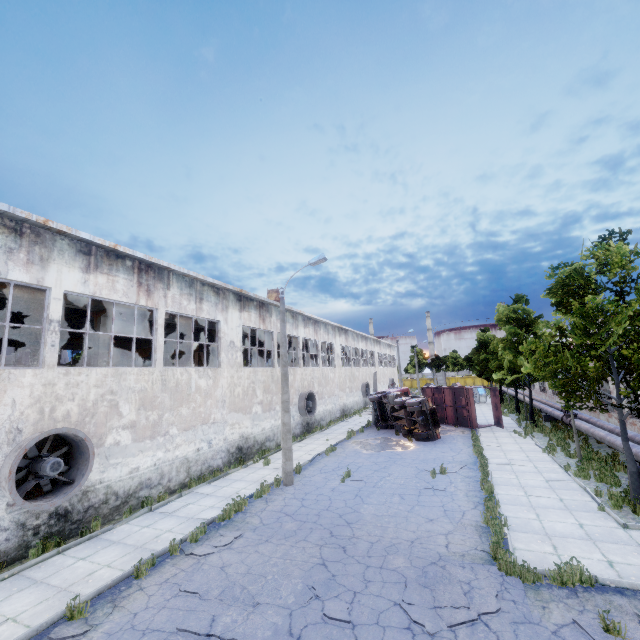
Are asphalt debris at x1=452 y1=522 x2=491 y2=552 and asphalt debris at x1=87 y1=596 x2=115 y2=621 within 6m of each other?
no

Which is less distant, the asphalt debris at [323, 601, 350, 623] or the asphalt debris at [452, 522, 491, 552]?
the asphalt debris at [323, 601, 350, 623]

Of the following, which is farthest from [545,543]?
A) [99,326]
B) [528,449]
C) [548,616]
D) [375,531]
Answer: [99,326]

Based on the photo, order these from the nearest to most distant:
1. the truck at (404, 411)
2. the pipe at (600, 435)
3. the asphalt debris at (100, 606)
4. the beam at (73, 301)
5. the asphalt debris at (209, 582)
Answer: the asphalt debris at (100, 606)
the asphalt debris at (209, 582)
the beam at (73, 301)
the pipe at (600, 435)
the truck at (404, 411)

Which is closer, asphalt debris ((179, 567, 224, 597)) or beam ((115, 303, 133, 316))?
asphalt debris ((179, 567, 224, 597))

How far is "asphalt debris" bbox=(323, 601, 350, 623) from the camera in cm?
616

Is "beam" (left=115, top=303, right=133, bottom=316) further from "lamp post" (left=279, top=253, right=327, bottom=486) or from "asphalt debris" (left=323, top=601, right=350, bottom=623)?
"asphalt debris" (left=323, top=601, right=350, bottom=623)

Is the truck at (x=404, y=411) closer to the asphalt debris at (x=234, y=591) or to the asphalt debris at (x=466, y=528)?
the asphalt debris at (x=466, y=528)
